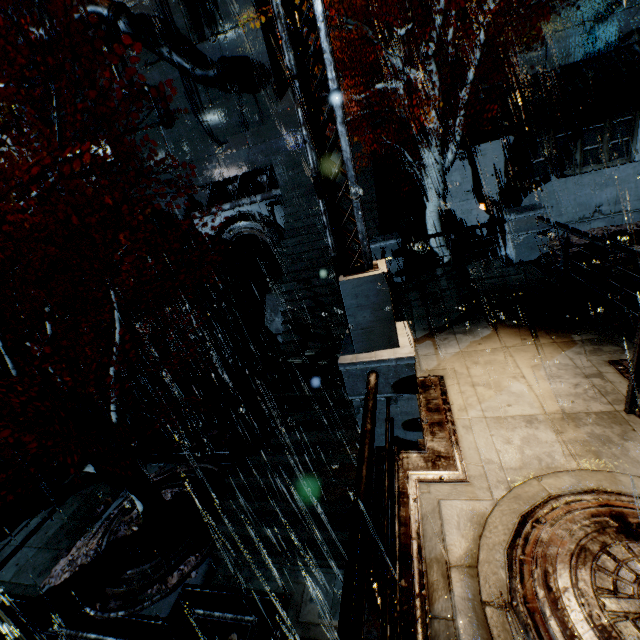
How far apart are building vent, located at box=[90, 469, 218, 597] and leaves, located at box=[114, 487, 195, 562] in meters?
0.0 m

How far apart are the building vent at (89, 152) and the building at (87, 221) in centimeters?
943cm

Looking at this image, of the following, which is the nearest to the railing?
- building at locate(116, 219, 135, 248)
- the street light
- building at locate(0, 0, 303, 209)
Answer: the street light

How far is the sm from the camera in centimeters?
1091cm

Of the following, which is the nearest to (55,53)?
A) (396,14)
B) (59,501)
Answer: (396,14)

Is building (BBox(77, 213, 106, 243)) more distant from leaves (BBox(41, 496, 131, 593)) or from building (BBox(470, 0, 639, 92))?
leaves (BBox(41, 496, 131, 593))

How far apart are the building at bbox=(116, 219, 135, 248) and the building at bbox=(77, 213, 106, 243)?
0.5m

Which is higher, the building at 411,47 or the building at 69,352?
the building at 411,47
